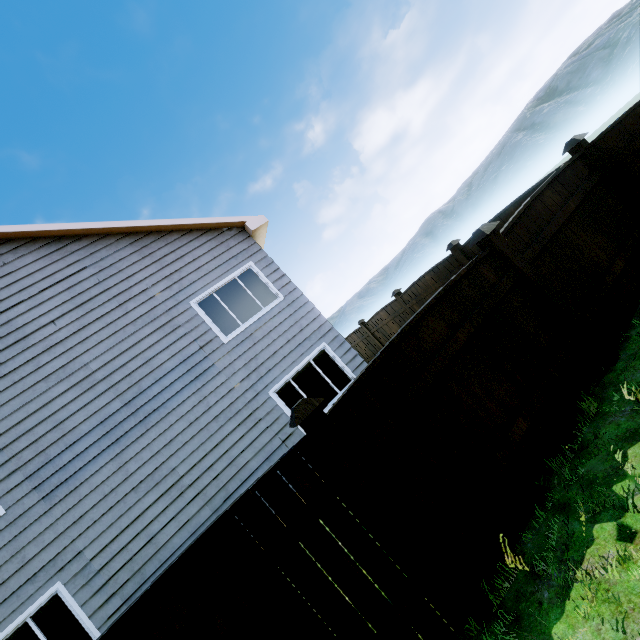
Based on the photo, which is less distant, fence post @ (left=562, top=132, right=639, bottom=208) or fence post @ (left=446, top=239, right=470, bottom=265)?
fence post @ (left=562, top=132, right=639, bottom=208)

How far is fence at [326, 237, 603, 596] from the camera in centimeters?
280cm

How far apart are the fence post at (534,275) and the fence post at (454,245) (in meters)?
4.04

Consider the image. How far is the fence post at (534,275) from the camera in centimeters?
381cm

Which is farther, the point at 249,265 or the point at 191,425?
the point at 249,265

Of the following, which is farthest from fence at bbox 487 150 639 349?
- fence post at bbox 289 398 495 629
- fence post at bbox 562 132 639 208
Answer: fence post at bbox 289 398 495 629

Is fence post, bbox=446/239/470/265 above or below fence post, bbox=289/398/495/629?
above

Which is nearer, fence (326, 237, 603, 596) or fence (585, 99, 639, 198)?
fence (326, 237, 603, 596)
